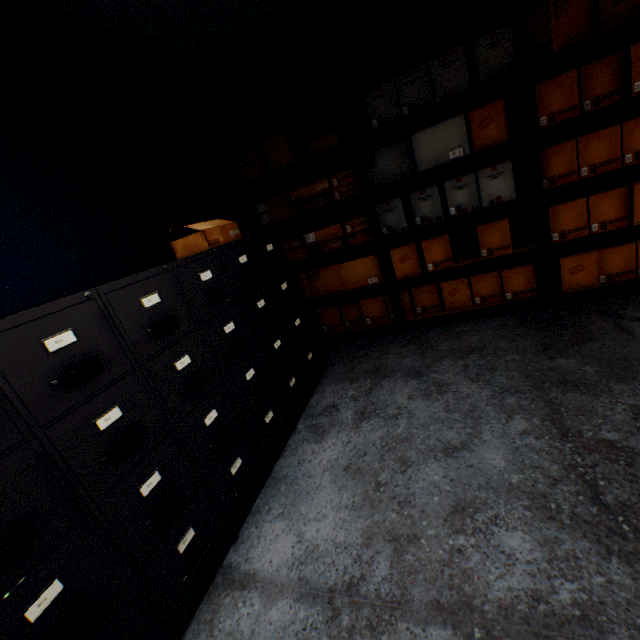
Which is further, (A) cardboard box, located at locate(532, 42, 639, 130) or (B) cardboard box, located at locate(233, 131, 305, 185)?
(B) cardboard box, located at locate(233, 131, 305, 185)

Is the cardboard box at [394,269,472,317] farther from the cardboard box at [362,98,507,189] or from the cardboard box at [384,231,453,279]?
the cardboard box at [362,98,507,189]

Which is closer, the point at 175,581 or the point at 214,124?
the point at 175,581

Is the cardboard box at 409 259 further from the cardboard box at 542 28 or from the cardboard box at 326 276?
the cardboard box at 542 28

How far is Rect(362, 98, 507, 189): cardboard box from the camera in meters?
2.3 m

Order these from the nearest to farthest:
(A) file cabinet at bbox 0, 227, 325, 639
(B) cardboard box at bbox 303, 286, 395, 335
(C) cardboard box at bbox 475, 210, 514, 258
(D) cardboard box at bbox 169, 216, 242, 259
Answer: (A) file cabinet at bbox 0, 227, 325, 639
(D) cardboard box at bbox 169, 216, 242, 259
(C) cardboard box at bbox 475, 210, 514, 258
(B) cardboard box at bbox 303, 286, 395, 335

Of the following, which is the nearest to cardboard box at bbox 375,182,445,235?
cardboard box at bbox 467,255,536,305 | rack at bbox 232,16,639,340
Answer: rack at bbox 232,16,639,340

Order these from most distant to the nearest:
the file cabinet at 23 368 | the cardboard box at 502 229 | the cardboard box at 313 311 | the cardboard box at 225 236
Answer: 1. the cardboard box at 313 311
2. the cardboard box at 502 229
3. the cardboard box at 225 236
4. the file cabinet at 23 368
